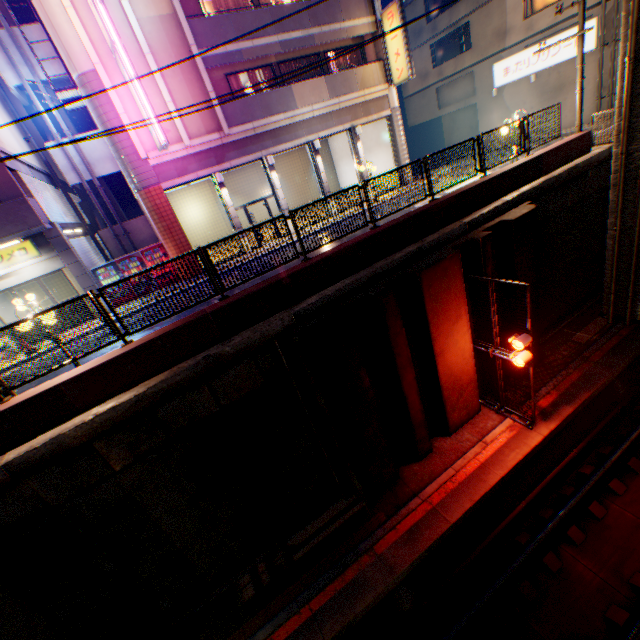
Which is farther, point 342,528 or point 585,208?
point 585,208

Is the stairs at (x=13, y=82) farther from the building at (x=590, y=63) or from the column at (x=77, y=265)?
the building at (x=590, y=63)

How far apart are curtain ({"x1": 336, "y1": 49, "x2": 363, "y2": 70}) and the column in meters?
16.7 m

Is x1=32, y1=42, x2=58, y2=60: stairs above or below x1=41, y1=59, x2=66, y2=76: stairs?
above

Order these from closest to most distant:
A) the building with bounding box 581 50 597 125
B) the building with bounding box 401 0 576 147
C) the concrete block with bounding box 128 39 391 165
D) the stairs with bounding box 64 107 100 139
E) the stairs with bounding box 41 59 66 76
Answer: the concrete block with bounding box 128 39 391 165
the stairs with bounding box 41 59 66 76
the stairs with bounding box 64 107 100 139
the building with bounding box 581 50 597 125
the building with bounding box 401 0 576 147

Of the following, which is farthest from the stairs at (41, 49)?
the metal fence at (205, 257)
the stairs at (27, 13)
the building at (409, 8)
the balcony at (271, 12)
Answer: the building at (409, 8)

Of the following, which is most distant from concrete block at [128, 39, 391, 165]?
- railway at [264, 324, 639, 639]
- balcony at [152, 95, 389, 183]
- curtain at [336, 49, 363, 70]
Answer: railway at [264, 324, 639, 639]

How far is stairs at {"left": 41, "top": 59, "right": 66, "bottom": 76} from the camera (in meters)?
15.69
